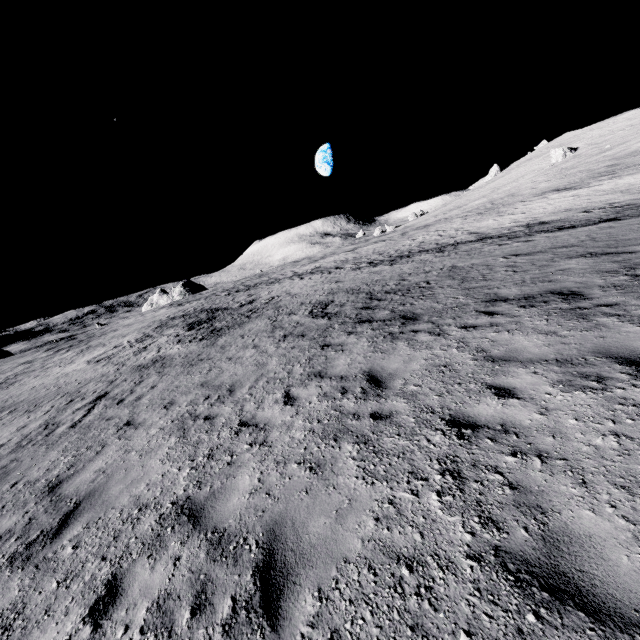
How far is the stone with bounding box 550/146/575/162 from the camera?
51.22m

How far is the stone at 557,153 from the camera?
51.2 meters

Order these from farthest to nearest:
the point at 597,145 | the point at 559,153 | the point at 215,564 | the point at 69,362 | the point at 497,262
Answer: the point at 559,153, the point at 597,145, the point at 69,362, the point at 497,262, the point at 215,564
